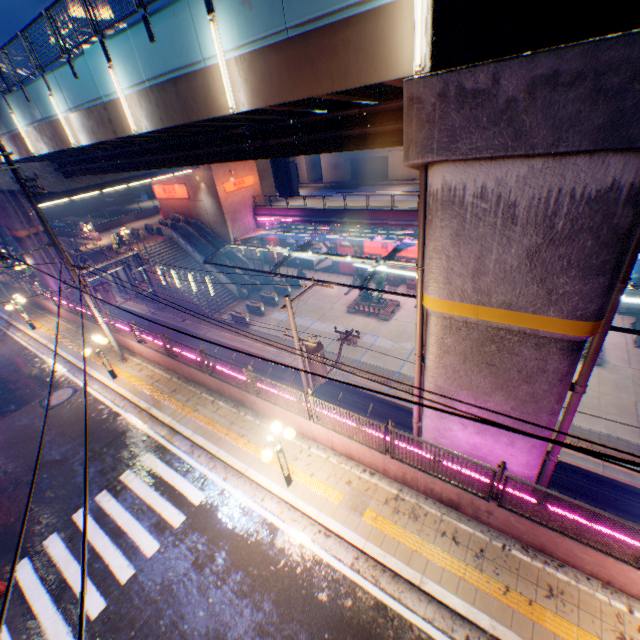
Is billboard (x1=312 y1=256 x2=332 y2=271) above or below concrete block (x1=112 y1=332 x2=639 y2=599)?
below

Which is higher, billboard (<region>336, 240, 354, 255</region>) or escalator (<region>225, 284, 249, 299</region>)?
billboard (<region>336, 240, 354, 255</region>)

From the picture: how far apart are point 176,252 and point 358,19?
33.15m

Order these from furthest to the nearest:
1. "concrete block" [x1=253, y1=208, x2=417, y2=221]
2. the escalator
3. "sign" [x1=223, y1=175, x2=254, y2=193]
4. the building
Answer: the building < "sign" [x1=223, y1=175, x2=254, y2=193] < the escalator < "concrete block" [x1=253, y1=208, x2=417, y2=221]

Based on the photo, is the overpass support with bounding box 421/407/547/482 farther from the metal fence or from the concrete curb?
the concrete curb

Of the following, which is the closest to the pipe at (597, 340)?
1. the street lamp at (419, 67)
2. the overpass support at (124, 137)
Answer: the overpass support at (124, 137)

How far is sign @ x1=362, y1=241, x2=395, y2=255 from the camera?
30.9 meters

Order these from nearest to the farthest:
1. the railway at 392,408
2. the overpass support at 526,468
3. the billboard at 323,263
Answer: the overpass support at 526,468 → the railway at 392,408 → the billboard at 323,263
